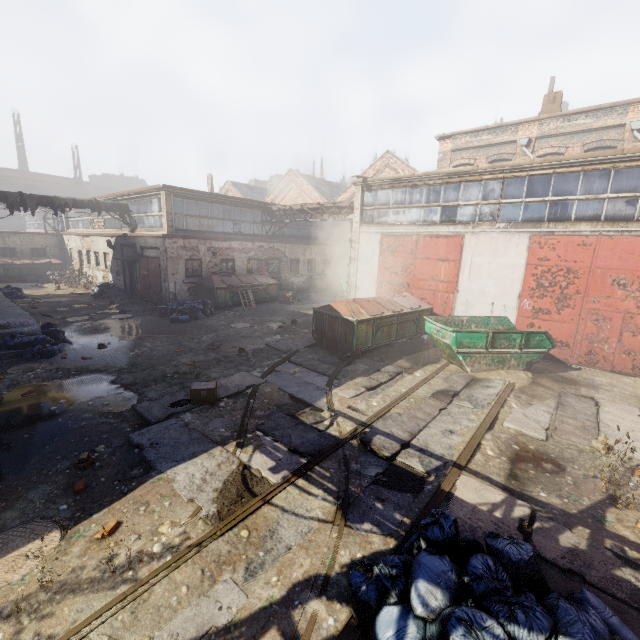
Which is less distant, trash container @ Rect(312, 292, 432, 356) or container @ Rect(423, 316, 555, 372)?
container @ Rect(423, 316, 555, 372)

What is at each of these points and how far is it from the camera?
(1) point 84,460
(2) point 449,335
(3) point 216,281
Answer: (1) instancedfoliageactor, 5.1m
(2) container, 9.4m
(3) trash container, 17.2m

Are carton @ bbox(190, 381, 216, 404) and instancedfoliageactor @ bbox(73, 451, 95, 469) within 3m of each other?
yes

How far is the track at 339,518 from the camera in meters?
4.1 m

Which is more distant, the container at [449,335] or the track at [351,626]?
the container at [449,335]

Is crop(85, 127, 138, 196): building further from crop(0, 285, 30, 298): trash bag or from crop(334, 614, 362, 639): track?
crop(334, 614, 362, 639): track

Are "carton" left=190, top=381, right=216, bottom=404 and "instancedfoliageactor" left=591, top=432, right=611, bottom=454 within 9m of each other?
yes

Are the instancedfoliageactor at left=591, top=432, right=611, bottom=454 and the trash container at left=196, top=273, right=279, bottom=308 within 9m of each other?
no
